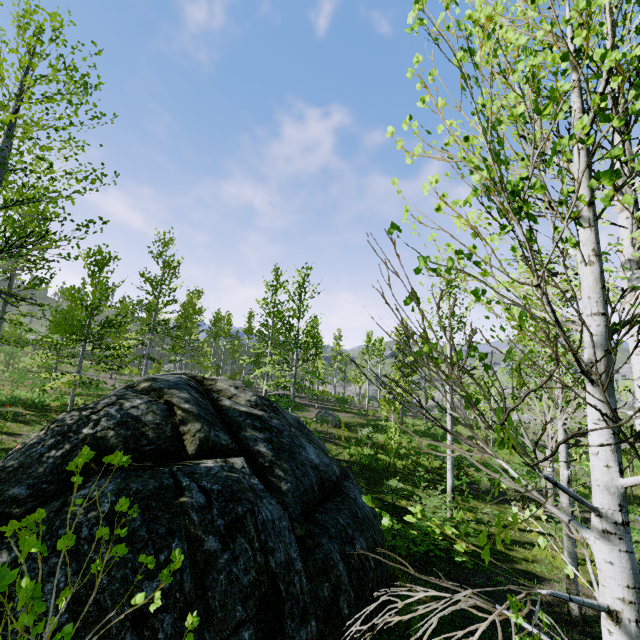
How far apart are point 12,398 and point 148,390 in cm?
1558

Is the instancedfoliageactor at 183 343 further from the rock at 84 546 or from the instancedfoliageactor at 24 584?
the instancedfoliageactor at 24 584

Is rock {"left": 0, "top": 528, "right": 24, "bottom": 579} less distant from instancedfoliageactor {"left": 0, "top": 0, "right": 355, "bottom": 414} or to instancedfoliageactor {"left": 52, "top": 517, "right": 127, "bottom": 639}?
instancedfoliageactor {"left": 0, "top": 0, "right": 355, "bottom": 414}

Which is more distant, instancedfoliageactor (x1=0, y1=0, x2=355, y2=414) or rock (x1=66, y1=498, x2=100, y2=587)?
instancedfoliageactor (x1=0, y1=0, x2=355, y2=414)

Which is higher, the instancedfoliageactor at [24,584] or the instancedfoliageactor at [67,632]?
the instancedfoliageactor at [24,584]

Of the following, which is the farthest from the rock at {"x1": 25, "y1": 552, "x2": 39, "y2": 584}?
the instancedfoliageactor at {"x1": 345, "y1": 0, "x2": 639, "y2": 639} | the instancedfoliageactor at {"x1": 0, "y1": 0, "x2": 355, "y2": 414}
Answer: the instancedfoliageactor at {"x1": 345, "y1": 0, "x2": 639, "y2": 639}
